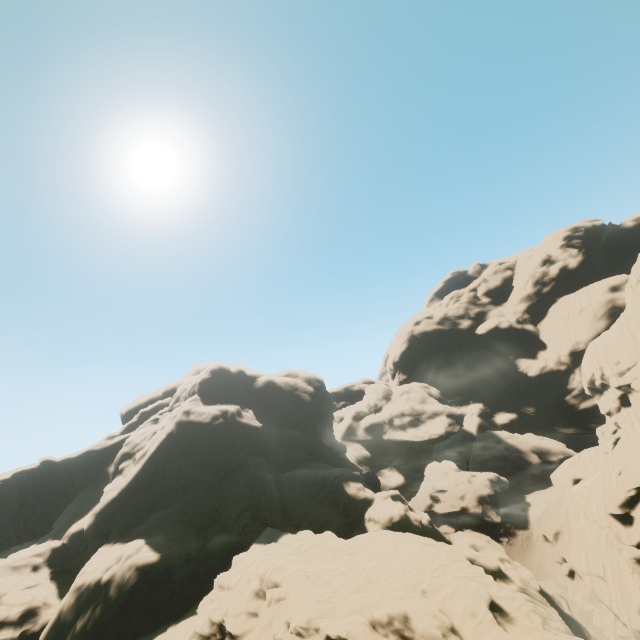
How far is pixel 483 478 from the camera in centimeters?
5962cm

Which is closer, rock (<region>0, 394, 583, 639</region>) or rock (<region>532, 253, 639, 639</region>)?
rock (<region>0, 394, 583, 639</region>)

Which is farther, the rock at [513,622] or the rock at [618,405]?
the rock at [618,405]
